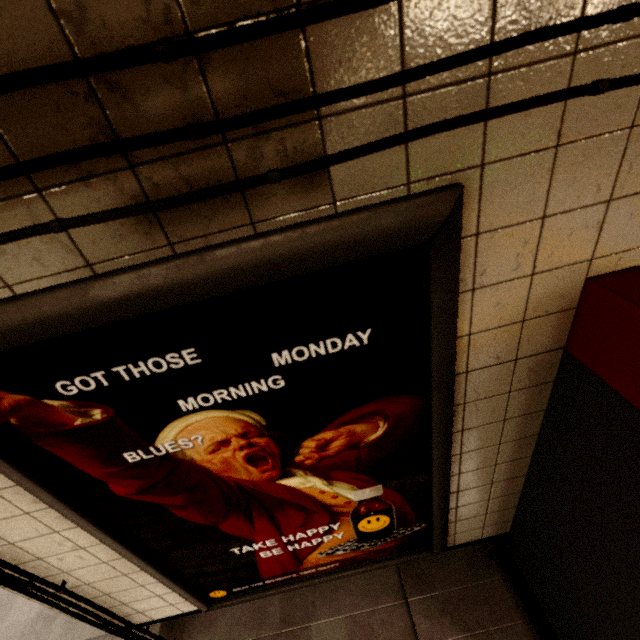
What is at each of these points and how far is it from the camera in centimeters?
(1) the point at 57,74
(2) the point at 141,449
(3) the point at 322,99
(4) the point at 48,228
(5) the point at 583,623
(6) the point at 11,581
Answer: (1) exterior wiring, 45cm
(2) sign, 92cm
(3) exterior wiring, 50cm
(4) exterior wiring, 57cm
(5) ticket machine, 122cm
(6) exterior wiring, 120cm

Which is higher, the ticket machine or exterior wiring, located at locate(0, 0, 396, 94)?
A: exterior wiring, located at locate(0, 0, 396, 94)

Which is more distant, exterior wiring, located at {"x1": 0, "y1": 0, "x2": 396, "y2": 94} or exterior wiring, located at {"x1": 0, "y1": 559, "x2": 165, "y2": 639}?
exterior wiring, located at {"x1": 0, "y1": 559, "x2": 165, "y2": 639}

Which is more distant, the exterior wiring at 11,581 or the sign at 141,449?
the exterior wiring at 11,581

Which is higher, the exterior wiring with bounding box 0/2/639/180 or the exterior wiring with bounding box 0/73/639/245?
the exterior wiring with bounding box 0/2/639/180

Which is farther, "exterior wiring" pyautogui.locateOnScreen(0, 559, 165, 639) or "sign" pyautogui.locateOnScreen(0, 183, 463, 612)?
"exterior wiring" pyautogui.locateOnScreen(0, 559, 165, 639)

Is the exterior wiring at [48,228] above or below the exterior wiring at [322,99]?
below
